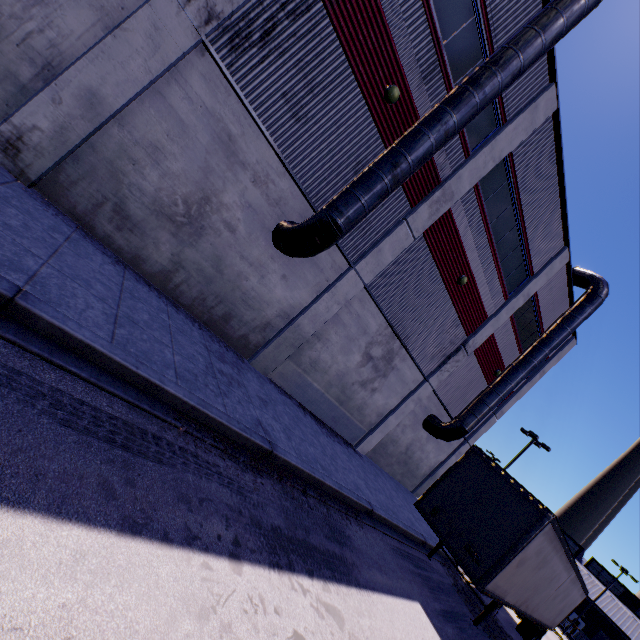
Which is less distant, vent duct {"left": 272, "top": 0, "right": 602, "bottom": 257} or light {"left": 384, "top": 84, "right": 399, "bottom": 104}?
vent duct {"left": 272, "top": 0, "right": 602, "bottom": 257}

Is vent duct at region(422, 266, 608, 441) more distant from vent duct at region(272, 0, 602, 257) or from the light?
the light

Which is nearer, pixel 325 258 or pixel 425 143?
pixel 425 143

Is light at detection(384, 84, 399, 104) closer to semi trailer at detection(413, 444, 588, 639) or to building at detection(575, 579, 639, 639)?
building at detection(575, 579, 639, 639)

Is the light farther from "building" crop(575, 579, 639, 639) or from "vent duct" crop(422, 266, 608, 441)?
"vent duct" crop(422, 266, 608, 441)

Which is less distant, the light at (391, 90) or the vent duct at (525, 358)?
the light at (391, 90)

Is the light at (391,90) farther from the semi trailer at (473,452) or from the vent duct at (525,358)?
the vent duct at (525,358)

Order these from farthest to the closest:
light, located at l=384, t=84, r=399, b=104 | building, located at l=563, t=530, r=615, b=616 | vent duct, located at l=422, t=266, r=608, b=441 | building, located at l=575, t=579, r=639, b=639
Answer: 1. building, located at l=563, t=530, r=615, b=616
2. building, located at l=575, t=579, r=639, b=639
3. vent duct, located at l=422, t=266, r=608, b=441
4. light, located at l=384, t=84, r=399, b=104
